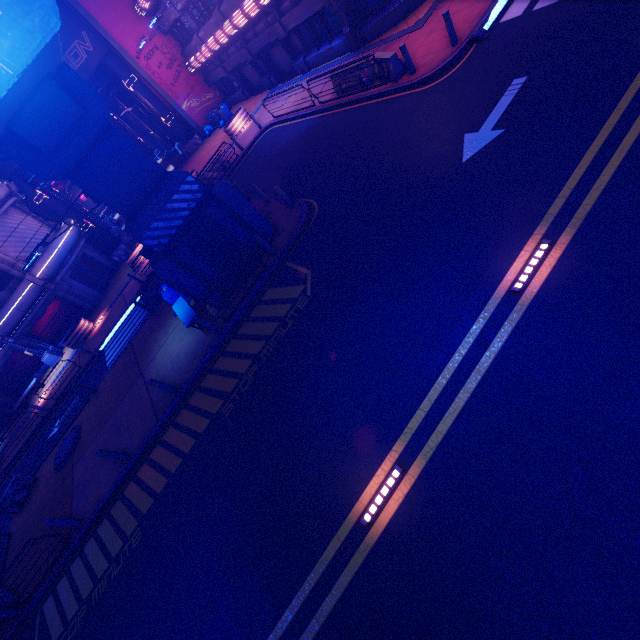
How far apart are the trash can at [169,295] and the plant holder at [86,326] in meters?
12.4

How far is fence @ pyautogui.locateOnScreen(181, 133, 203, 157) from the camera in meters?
31.3 m

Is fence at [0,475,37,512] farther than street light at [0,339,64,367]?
No

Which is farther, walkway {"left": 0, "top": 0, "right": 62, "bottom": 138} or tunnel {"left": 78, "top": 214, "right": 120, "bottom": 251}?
tunnel {"left": 78, "top": 214, "right": 120, "bottom": 251}

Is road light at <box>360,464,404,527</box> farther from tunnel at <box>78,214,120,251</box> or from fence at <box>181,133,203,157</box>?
tunnel at <box>78,214,120,251</box>

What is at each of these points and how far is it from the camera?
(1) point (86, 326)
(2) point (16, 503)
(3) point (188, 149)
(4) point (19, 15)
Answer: (1) plant holder, 23.19m
(2) fence, 15.27m
(3) fence, 32.03m
(4) walkway, 5.96m

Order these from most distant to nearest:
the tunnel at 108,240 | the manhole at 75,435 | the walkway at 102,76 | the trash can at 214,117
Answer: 1. the tunnel at 108,240
2. the walkway at 102,76
3. the trash can at 214,117
4. the manhole at 75,435

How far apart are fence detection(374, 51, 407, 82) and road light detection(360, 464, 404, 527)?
13.85m
